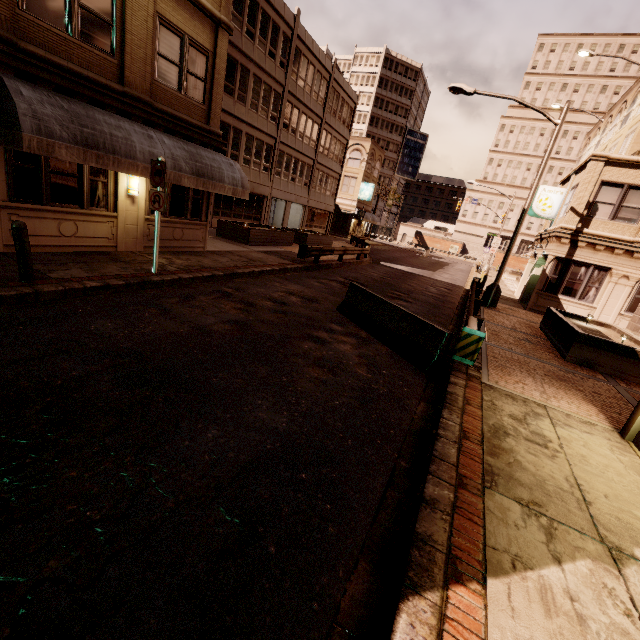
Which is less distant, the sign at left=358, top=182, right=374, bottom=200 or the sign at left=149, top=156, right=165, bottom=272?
the sign at left=149, top=156, right=165, bottom=272

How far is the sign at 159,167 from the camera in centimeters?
838cm

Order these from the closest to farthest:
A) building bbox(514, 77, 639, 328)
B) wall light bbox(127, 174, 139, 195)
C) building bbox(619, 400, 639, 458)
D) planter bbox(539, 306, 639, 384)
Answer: building bbox(619, 400, 639, 458), planter bbox(539, 306, 639, 384), wall light bbox(127, 174, 139, 195), building bbox(514, 77, 639, 328)

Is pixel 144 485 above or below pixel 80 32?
below

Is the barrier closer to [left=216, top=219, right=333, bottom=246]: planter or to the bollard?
the bollard

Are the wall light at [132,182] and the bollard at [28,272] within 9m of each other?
yes

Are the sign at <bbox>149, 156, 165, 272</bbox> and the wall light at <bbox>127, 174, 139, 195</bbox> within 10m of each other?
yes

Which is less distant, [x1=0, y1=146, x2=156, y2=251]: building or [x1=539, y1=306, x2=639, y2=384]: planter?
[x1=0, y1=146, x2=156, y2=251]: building
